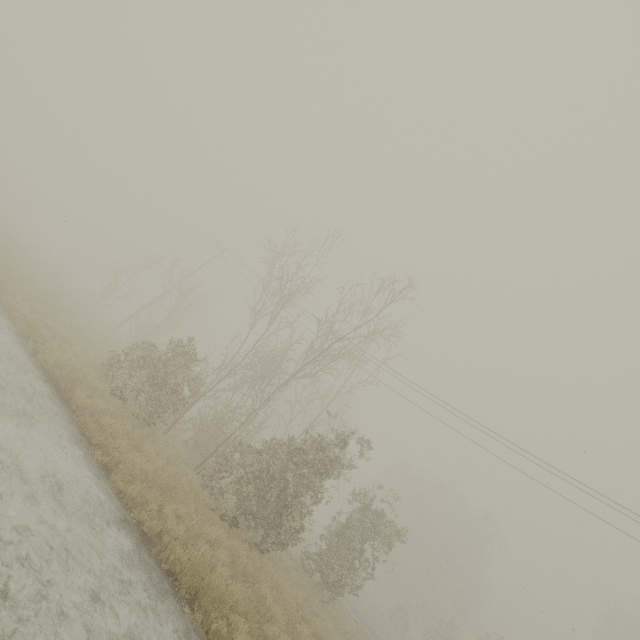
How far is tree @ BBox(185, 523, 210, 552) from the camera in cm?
758

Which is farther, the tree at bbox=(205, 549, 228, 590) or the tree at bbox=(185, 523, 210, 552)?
the tree at bbox=(185, 523, 210, 552)

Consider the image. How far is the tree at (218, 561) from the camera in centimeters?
666cm

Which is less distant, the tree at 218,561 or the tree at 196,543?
the tree at 218,561

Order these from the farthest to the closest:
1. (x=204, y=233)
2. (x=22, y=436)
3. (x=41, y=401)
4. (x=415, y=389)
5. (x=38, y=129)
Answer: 1. (x=38, y=129)
2. (x=204, y=233)
3. (x=415, y=389)
4. (x=41, y=401)
5. (x=22, y=436)
